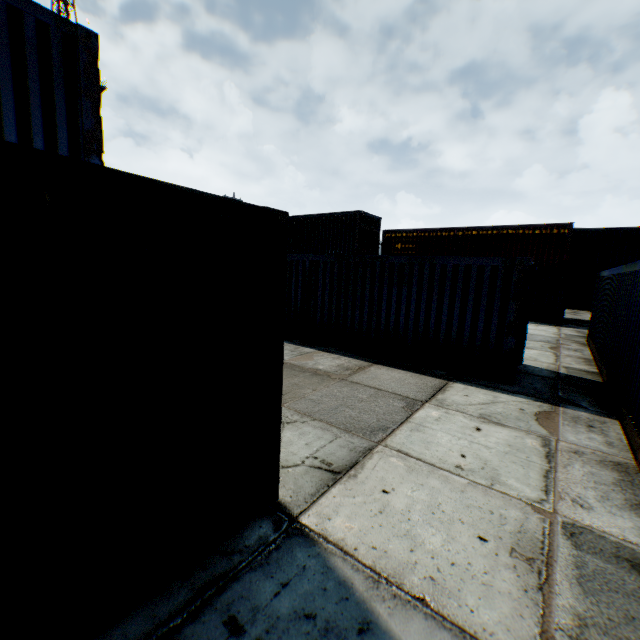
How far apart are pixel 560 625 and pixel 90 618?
3.30m
